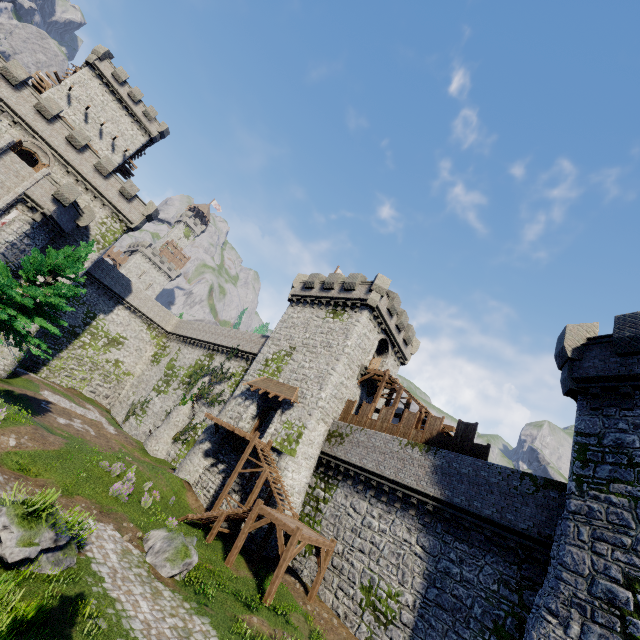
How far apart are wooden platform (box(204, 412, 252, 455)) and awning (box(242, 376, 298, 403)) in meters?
3.1

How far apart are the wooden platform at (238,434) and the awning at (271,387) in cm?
309

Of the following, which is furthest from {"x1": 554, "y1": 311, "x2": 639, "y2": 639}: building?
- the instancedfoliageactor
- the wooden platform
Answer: the instancedfoliageactor

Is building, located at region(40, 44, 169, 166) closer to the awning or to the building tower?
the building tower

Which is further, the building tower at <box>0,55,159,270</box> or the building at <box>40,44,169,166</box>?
the building at <box>40,44,169,166</box>

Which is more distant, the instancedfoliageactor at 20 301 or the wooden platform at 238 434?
the wooden platform at 238 434

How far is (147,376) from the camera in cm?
4525

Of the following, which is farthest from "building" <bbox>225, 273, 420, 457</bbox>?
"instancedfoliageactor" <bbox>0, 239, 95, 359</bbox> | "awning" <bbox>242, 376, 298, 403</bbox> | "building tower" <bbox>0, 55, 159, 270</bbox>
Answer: "building tower" <bbox>0, 55, 159, 270</bbox>
